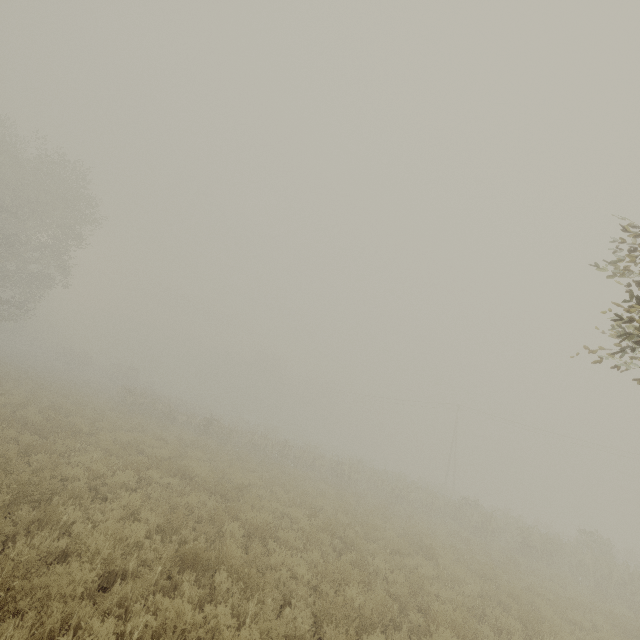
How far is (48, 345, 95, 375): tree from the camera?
49.94m

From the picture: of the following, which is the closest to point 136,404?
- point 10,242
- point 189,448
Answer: point 189,448

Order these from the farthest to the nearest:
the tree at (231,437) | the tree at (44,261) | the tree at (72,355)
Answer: the tree at (72,355) → the tree at (44,261) → the tree at (231,437)

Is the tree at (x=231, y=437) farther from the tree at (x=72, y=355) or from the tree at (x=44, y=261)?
the tree at (x=44, y=261)

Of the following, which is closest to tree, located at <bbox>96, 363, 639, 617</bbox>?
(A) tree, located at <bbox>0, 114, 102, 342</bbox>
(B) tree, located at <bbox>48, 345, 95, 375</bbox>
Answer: (B) tree, located at <bbox>48, 345, 95, 375</bbox>

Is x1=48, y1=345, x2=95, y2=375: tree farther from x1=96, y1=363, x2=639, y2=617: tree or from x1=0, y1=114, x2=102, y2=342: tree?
x1=0, y1=114, x2=102, y2=342: tree
